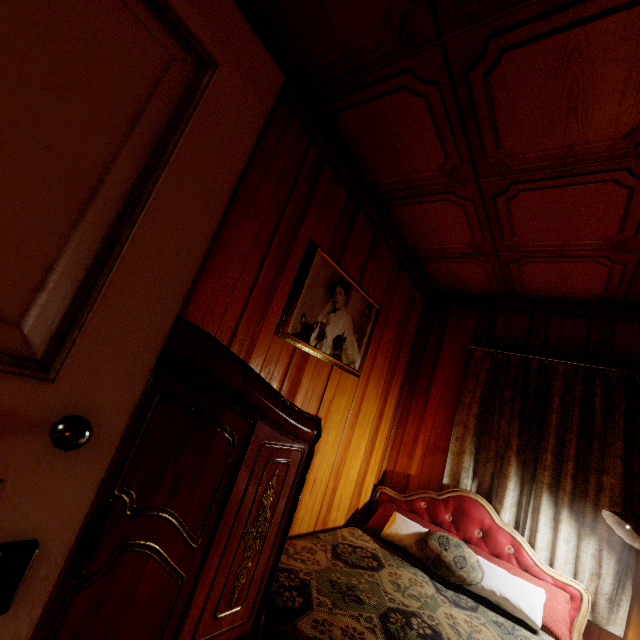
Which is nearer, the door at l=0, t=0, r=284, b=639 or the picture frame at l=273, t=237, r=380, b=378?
the door at l=0, t=0, r=284, b=639

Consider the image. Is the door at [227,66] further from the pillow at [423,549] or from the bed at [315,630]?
the pillow at [423,549]

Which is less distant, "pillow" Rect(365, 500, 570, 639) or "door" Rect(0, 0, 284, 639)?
"door" Rect(0, 0, 284, 639)

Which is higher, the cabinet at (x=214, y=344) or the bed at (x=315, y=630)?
the cabinet at (x=214, y=344)

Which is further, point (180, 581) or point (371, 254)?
point (371, 254)

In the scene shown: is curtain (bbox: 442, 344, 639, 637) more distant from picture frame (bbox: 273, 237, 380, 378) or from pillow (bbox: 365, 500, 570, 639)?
picture frame (bbox: 273, 237, 380, 378)

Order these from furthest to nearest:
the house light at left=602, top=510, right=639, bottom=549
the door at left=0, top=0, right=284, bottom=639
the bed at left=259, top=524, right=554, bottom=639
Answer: the house light at left=602, top=510, right=639, bottom=549
the bed at left=259, top=524, right=554, bottom=639
the door at left=0, top=0, right=284, bottom=639

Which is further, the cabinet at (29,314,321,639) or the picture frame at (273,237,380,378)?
the picture frame at (273,237,380,378)
